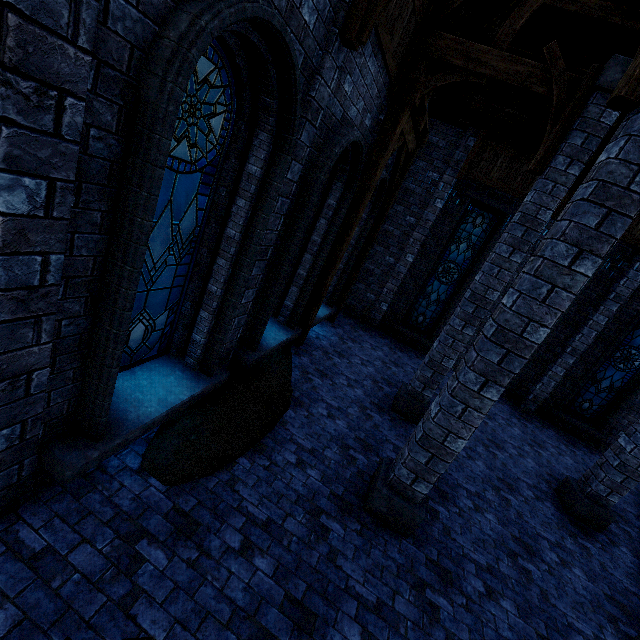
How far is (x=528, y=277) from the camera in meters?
3.4 m

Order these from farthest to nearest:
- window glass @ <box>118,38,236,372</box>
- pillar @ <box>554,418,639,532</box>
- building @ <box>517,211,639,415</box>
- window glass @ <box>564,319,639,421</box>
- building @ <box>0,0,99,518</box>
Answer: window glass @ <box>564,319,639,421</box> → building @ <box>517,211,639,415</box> → pillar @ <box>554,418,639,532</box> → window glass @ <box>118,38,236,372</box> → building @ <box>0,0,99,518</box>

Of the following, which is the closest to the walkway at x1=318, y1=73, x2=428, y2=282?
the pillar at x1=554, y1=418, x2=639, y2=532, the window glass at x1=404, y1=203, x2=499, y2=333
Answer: the window glass at x1=404, y1=203, x2=499, y2=333

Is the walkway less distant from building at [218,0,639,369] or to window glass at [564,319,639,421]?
building at [218,0,639,369]

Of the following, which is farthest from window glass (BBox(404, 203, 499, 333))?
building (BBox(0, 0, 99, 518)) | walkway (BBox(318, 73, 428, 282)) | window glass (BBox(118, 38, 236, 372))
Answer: window glass (BBox(118, 38, 236, 372))

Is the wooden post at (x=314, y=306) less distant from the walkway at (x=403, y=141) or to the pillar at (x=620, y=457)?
the walkway at (x=403, y=141)

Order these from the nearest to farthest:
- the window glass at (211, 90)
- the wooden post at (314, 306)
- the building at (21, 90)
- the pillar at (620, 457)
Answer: the building at (21, 90) → the window glass at (211, 90) → the pillar at (620, 457) → the wooden post at (314, 306)

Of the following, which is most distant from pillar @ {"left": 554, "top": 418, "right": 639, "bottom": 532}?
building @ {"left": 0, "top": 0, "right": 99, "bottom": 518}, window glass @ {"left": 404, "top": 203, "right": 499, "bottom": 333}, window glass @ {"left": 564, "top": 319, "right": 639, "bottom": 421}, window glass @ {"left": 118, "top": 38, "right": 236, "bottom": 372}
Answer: window glass @ {"left": 118, "top": 38, "right": 236, "bottom": 372}
